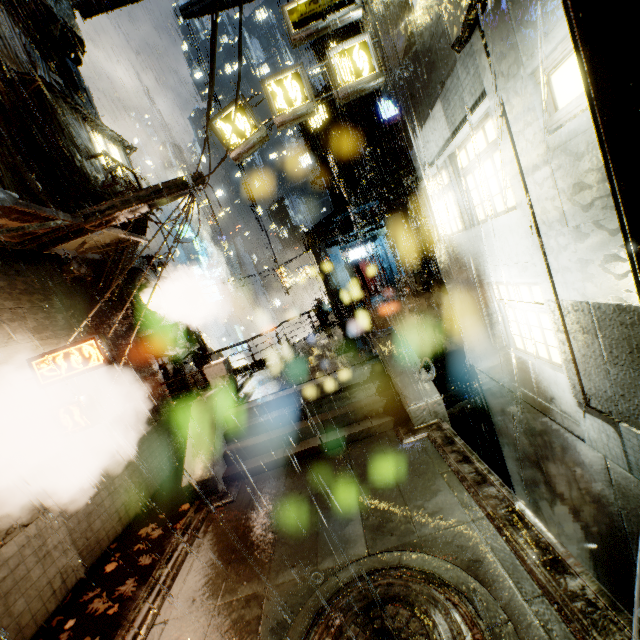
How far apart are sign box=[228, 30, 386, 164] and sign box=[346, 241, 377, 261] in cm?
1903

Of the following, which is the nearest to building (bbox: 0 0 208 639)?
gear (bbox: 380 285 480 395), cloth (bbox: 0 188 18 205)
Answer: cloth (bbox: 0 188 18 205)

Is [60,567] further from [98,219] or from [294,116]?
[294,116]

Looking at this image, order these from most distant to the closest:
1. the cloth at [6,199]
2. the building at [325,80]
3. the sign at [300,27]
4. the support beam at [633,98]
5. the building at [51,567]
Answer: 1. the building at [325,80]
2. the sign at [300,27]
3. the building at [51,567]
4. the cloth at [6,199]
5. the support beam at [633,98]

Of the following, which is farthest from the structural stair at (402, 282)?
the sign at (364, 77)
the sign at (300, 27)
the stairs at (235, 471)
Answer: the sign at (300, 27)

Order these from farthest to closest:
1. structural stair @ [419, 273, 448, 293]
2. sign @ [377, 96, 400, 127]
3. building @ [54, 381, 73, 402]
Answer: sign @ [377, 96, 400, 127], structural stair @ [419, 273, 448, 293], building @ [54, 381, 73, 402]

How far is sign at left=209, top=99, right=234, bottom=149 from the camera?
9.95m

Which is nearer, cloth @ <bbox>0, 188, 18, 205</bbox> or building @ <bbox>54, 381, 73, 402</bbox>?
cloth @ <bbox>0, 188, 18, 205</bbox>
